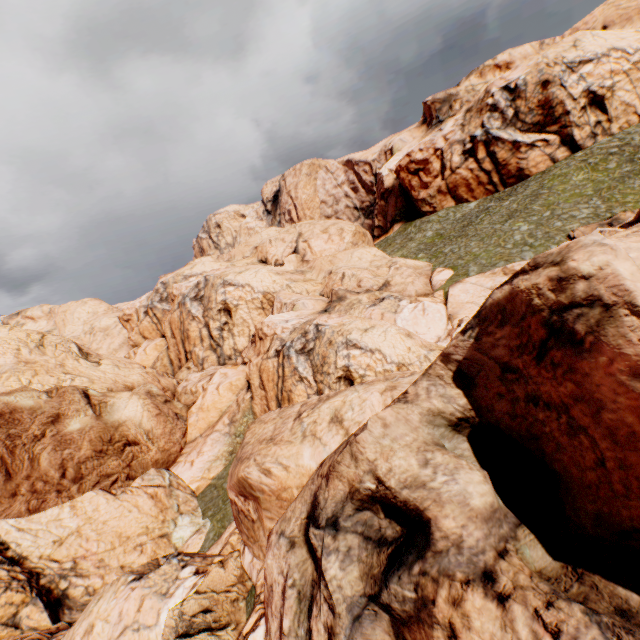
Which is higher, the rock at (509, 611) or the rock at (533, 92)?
the rock at (533, 92)

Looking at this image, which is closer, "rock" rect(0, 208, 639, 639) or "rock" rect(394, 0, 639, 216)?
"rock" rect(0, 208, 639, 639)

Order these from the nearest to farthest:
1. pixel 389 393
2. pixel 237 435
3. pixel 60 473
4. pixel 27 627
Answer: pixel 389 393 → pixel 27 627 → pixel 60 473 → pixel 237 435

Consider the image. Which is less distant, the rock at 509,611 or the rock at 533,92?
the rock at 509,611

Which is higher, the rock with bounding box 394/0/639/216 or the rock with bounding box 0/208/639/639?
the rock with bounding box 394/0/639/216
